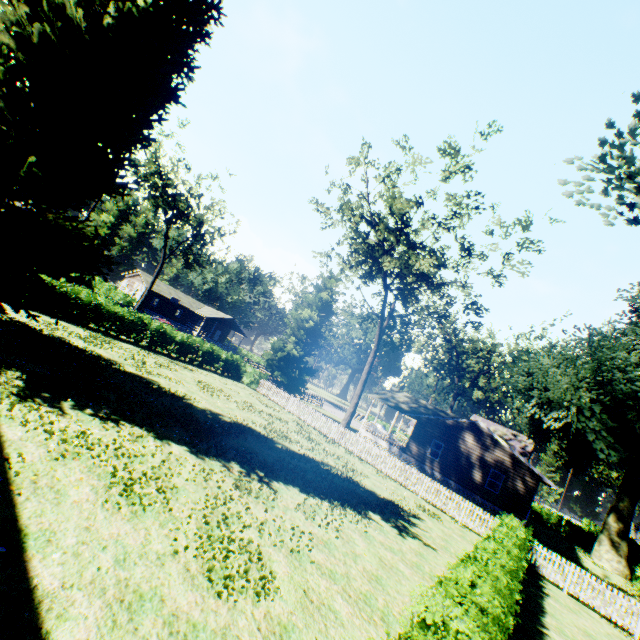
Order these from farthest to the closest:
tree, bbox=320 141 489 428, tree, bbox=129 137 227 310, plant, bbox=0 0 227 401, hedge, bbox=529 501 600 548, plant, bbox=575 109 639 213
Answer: hedge, bbox=529 501 600 548
tree, bbox=129 137 227 310
tree, bbox=320 141 489 428
plant, bbox=0 0 227 401
plant, bbox=575 109 639 213

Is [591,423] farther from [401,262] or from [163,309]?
[163,309]

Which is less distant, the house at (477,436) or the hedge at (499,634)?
the hedge at (499,634)

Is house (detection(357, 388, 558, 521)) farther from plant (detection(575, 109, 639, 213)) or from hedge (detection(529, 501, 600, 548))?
hedge (detection(529, 501, 600, 548))

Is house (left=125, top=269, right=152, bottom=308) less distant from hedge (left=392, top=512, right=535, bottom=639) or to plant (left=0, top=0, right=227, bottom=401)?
plant (left=0, top=0, right=227, bottom=401)

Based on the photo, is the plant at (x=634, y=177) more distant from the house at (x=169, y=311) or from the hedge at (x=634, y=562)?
the house at (x=169, y=311)

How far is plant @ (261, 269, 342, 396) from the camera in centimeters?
3653cm

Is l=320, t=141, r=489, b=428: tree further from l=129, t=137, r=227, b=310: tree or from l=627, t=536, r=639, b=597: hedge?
l=129, t=137, r=227, b=310: tree
